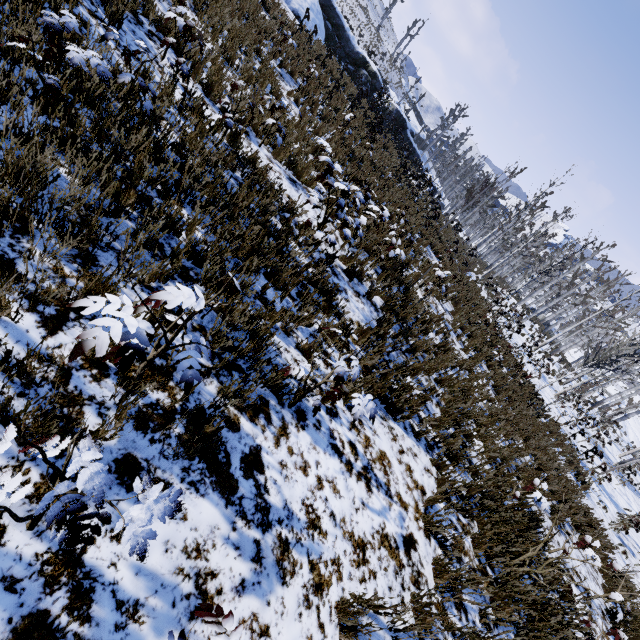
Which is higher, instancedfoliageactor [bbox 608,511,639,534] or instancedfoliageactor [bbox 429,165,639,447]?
instancedfoliageactor [bbox 429,165,639,447]

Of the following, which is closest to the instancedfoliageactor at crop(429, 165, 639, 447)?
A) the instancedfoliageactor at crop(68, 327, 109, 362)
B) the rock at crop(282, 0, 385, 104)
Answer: the rock at crop(282, 0, 385, 104)

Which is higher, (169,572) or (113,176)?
(113,176)

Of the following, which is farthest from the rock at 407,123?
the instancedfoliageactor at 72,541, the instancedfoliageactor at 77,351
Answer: the instancedfoliageactor at 72,541

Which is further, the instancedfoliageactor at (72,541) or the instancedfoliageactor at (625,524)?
the instancedfoliageactor at (625,524)

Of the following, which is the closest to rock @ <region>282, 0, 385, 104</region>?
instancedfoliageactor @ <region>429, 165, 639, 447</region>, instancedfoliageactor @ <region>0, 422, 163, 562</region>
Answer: instancedfoliageactor @ <region>429, 165, 639, 447</region>

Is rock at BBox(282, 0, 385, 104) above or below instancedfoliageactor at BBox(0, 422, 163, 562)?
above

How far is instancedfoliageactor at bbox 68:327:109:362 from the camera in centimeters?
139cm
